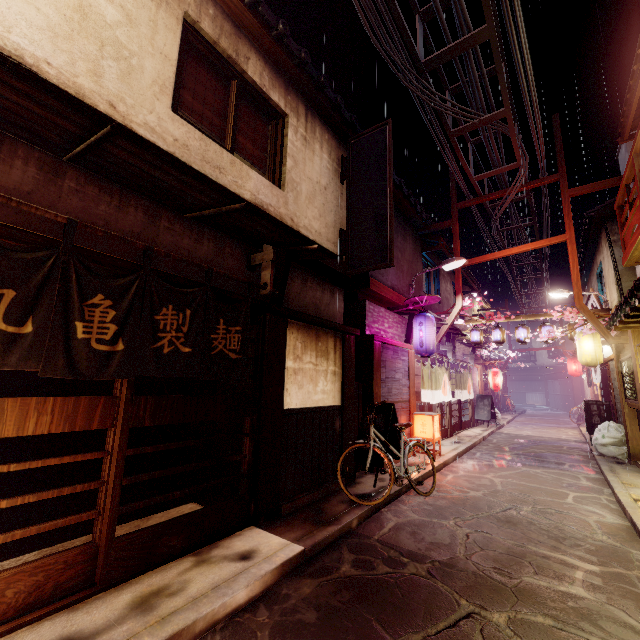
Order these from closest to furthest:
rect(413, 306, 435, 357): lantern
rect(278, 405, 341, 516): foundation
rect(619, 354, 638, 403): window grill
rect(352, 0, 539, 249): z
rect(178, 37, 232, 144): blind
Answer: rect(178, 37, 232, 144): blind < rect(278, 405, 341, 516): foundation < rect(352, 0, 539, 249): z < rect(619, 354, 638, 403): window grill < rect(413, 306, 435, 357): lantern

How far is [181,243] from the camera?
7.24m

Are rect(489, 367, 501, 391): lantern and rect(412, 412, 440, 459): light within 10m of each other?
no

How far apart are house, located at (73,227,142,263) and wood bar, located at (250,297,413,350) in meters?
0.2

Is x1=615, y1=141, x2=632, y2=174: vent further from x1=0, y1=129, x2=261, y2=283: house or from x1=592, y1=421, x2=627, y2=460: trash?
x1=0, y1=129, x2=261, y2=283: house

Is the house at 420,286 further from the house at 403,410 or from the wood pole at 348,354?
the house at 403,410

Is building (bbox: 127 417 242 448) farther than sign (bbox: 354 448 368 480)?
Yes

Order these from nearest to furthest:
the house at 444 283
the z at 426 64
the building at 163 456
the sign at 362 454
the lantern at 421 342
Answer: the z at 426 64
the sign at 362 454
the building at 163 456
the lantern at 421 342
the house at 444 283
